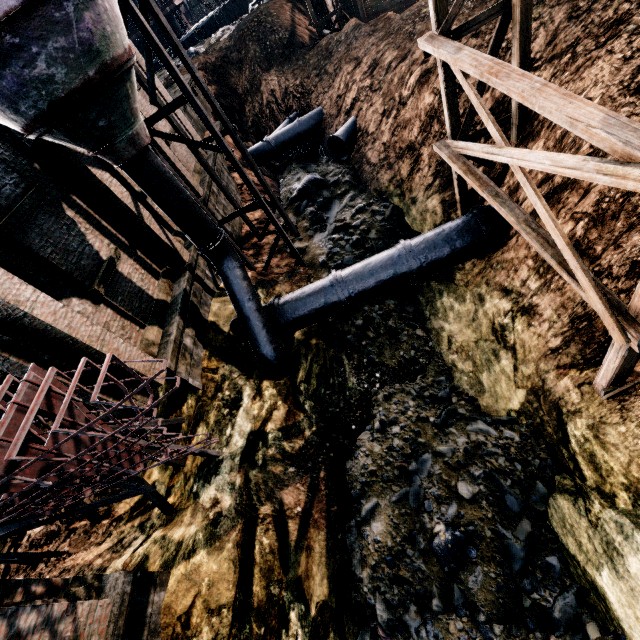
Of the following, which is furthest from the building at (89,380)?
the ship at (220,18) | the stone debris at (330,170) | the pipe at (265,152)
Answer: the ship at (220,18)

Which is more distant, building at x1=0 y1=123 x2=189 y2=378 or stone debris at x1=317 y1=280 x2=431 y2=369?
stone debris at x1=317 y1=280 x2=431 y2=369

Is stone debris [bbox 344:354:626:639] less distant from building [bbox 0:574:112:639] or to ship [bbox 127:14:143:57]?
building [bbox 0:574:112:639]

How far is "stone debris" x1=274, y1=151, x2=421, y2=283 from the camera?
16.72m

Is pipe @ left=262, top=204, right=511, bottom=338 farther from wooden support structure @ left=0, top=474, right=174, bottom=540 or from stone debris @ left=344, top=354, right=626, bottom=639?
wooden support structure @ left=0, top=474, right=174, bottom=540

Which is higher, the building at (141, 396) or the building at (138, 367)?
the building at (138, 367)

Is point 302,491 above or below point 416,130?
below

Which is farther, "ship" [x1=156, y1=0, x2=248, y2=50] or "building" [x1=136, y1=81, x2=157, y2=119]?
"ship" [x1=156, y1=0, x2=248, y2=50]
